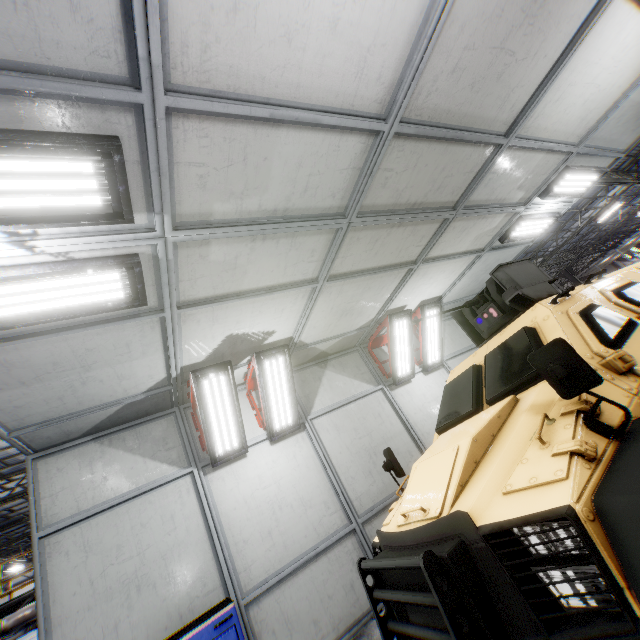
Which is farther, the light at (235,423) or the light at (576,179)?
the light at (576,179)

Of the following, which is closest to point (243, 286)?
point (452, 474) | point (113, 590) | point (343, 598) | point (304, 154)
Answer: point (304, 154)

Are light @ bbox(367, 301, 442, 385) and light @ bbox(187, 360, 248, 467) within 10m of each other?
yes

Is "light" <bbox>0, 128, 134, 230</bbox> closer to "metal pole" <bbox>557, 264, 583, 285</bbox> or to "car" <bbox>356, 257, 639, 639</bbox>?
"car" <bbox>356, 257, 639, 639</bbox>

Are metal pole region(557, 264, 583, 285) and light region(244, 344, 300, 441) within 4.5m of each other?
no

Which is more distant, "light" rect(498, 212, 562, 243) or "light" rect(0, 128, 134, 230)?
"light" rect(498, 212, 562, 243)

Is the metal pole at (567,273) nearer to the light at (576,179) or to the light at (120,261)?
the light at (576,179)

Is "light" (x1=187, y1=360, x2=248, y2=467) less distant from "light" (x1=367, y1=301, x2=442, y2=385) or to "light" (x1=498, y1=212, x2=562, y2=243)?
"light" (x1=367, y1=301, x2=442, y2=385)
